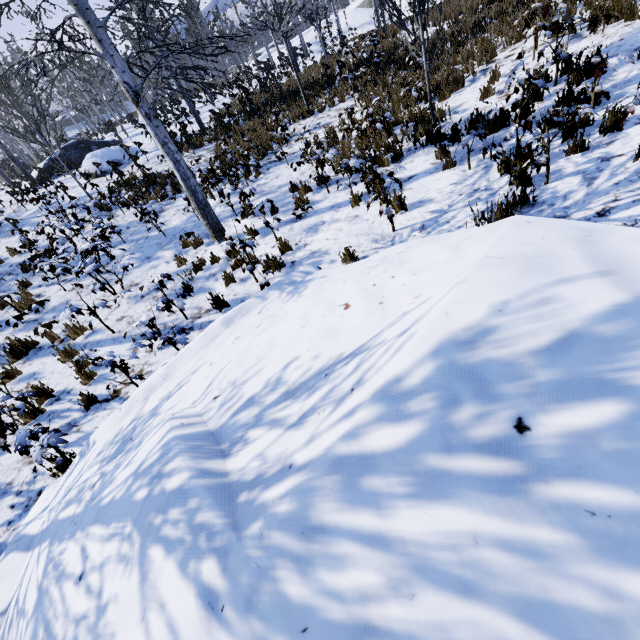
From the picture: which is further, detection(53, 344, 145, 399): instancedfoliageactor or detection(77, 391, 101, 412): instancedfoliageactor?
detection(77, 391, 101, 412): instancedfoliageactor

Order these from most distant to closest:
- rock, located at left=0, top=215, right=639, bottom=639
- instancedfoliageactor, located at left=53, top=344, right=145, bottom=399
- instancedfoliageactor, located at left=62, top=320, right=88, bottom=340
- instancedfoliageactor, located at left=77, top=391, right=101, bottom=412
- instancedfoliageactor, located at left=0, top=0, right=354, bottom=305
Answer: instancedfoliageactor, located at left=62, top=320, right=88, bottom=340
instancedfoliageactor, located at left=0, top=0, right=354, bottom=305
instancedfoliageactor, located at left=77, top=391, right=101, bottom=412
instancedfoliageactor, located at left=53, top=344, right=145, bottom=399
rock, located at left=0, top=215, right=639, bottom=639

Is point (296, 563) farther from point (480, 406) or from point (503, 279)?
point (503, 279)

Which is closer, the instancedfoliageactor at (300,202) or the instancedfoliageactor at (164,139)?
the instancedfoliageactor at (164,139)

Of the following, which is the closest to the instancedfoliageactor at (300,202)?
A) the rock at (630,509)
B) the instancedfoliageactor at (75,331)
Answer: the rock at (630,509)

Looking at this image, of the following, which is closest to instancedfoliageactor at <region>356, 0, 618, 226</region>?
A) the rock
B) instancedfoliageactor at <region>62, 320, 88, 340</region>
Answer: the rock

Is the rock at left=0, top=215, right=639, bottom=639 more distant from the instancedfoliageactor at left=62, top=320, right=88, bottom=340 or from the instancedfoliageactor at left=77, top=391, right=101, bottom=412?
the instancedfoliageactor at left=62, top=320, right=88, bottom=340
